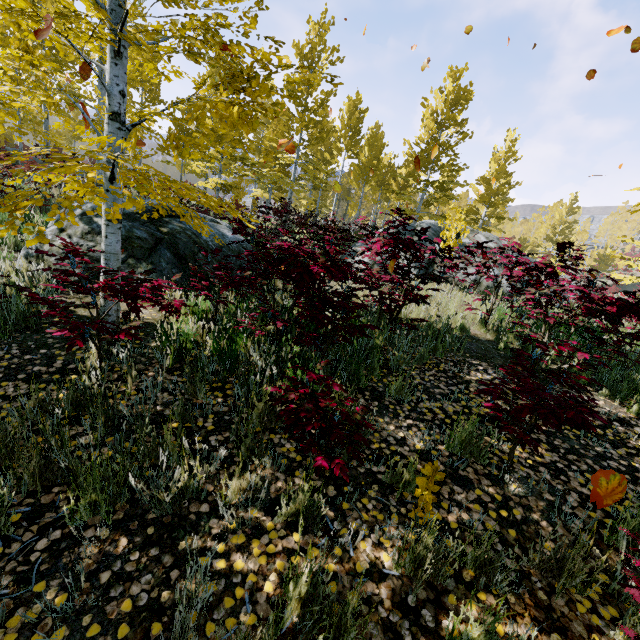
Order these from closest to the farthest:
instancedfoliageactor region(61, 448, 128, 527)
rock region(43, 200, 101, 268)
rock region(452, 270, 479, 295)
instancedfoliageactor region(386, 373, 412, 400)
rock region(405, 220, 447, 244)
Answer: instancedfoliageactor region(61, 448, 128, 527) < instancedfoliageactor region(386, 373, 412, 400) < rock region(43, 200, 101, 268) < rock region(452, 270, 479, 295) < rock region(405, 220, 447, 244)

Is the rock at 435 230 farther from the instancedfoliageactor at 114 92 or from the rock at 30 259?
the rock at 30 259

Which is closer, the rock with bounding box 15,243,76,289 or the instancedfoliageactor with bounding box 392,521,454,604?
the instancedfoliageactor with bounding box 392,521,454,604

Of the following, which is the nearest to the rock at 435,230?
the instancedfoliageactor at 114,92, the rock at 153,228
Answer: the instancedfoliageactor at 114,92

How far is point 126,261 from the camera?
5.1 meters

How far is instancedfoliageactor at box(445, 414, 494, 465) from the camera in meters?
2.7
